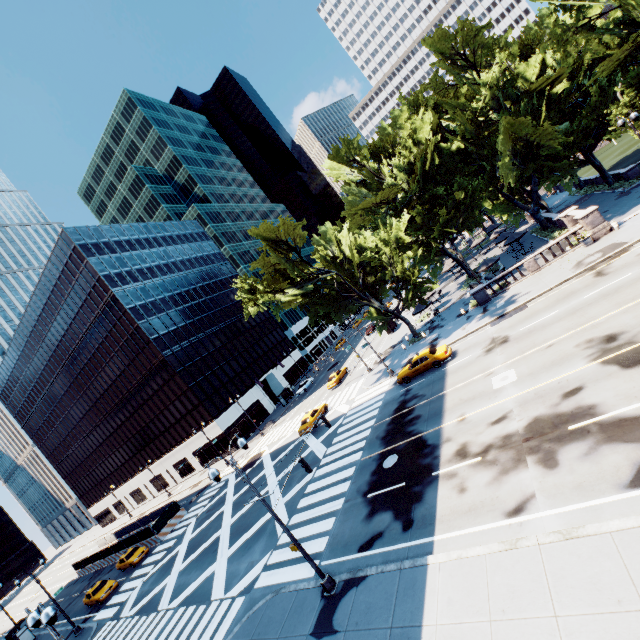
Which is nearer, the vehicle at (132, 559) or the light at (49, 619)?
the light at (49, 619)

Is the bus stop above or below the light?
below

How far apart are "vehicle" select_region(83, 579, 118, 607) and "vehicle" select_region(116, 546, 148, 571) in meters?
1.5 m

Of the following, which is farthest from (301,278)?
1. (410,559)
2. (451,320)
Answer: (410,559)

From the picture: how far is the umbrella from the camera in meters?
37.4 m

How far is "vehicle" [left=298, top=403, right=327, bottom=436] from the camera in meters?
33.6 m

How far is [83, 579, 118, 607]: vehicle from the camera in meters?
31.4

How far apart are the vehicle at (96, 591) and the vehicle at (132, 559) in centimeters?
153cm
